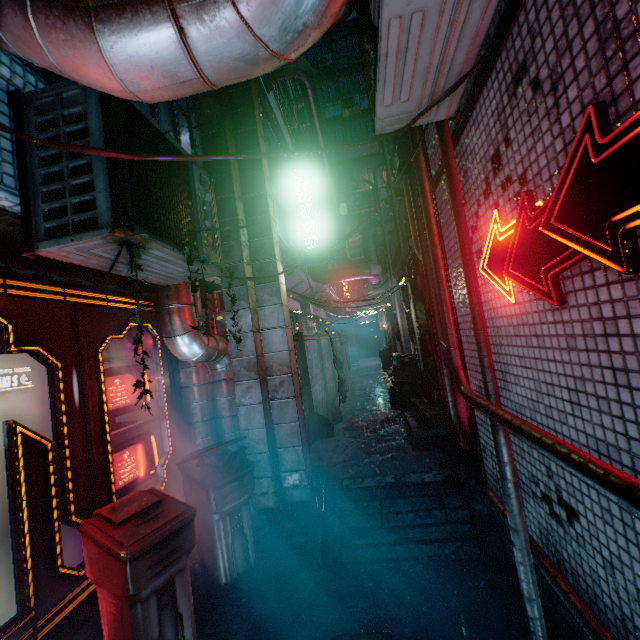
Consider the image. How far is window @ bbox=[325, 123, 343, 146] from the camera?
20.5 meters

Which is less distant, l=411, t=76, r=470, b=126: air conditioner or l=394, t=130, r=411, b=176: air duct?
l=411, t=76, r=470, b=126: air conditioner

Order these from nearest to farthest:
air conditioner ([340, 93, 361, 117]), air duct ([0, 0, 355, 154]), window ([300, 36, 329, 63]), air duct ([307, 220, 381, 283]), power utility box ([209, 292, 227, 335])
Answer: air duct ([0, 0, 355, 154]) → power utility box ([209, 292, 227, 335]) → air duct ([307, 220, 381, 283]) → air conditioner ([340, 93, 361, 117]) → window ([300, 36, 329, 63])

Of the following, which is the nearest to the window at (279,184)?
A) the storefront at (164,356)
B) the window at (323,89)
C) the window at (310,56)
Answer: the storefront at (164,356)

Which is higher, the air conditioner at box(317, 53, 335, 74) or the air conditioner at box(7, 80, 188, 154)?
the air conditioner at box(317, 53, 335, 74)

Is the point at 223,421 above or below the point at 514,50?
below

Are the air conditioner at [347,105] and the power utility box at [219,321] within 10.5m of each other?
no

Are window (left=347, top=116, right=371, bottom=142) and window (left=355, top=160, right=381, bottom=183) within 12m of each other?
yes
